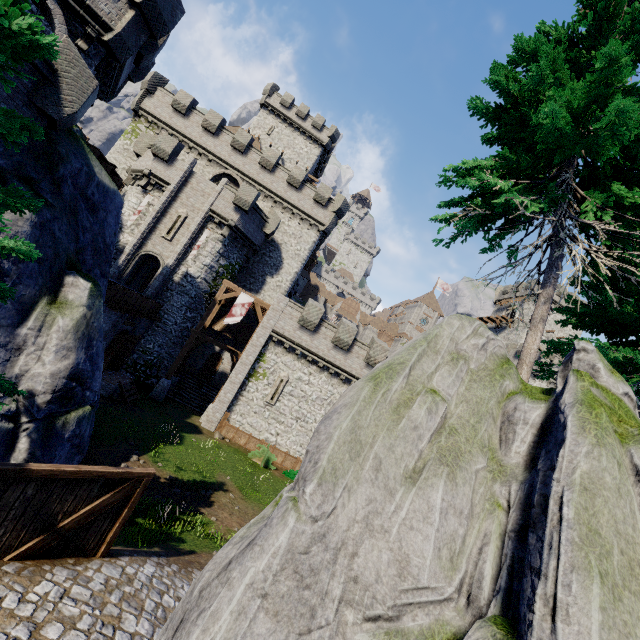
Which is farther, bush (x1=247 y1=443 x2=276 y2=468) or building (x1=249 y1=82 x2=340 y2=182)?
building (x1=249 y1=82 x2=340 y2=182)

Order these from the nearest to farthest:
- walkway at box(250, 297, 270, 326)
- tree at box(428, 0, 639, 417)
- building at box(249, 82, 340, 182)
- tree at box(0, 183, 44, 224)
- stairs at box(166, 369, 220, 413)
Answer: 1. tree at box(0, 183, 44, 224)
2. tree at box(428, 0, 639, 417)
3. walkway at box(250, 297, 270, 326)
4. stairs at box(166, 369, 220, 413)
5. building at box(249, 82, 340, 182)

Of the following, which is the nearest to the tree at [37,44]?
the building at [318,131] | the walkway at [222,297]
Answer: the walkway at [222,297]

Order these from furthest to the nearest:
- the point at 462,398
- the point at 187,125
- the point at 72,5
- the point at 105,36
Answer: the point at 187,125 < the point at 105,36 < the point at 72,5 < the point at 462,398

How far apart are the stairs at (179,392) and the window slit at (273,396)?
5.2m

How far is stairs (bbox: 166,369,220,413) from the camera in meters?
25.3 m

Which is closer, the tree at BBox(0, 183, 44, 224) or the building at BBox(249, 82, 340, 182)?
the tree at BBox(0, 183, 44, 224)

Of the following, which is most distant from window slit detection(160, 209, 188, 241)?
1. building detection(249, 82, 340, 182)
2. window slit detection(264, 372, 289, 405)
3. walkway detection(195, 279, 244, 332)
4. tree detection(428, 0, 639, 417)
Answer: tree detection(428, 0, 639, 417)
